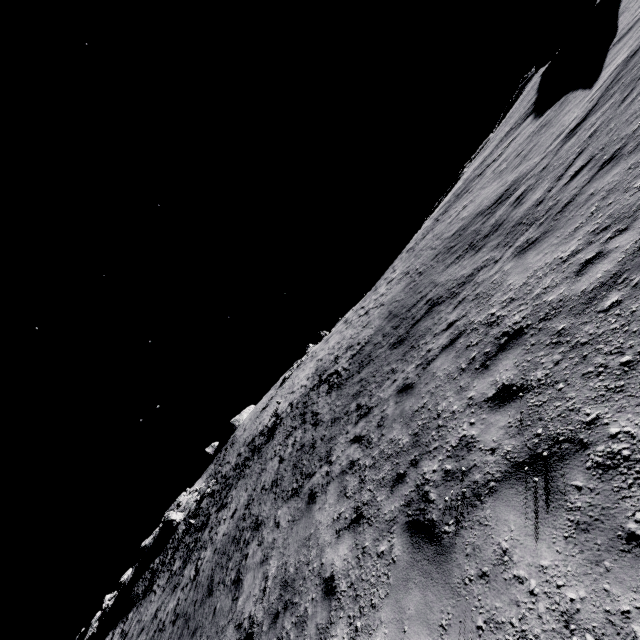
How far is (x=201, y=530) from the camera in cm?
2541

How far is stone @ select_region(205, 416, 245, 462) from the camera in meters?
57.2 m

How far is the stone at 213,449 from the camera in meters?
57.2 m

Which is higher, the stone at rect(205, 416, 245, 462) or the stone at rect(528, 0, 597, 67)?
the stone at rect(205, 416, 245, 462)

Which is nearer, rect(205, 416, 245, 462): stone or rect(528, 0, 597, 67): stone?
rect(528, 0, 597, 67): stone

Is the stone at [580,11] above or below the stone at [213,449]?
below
